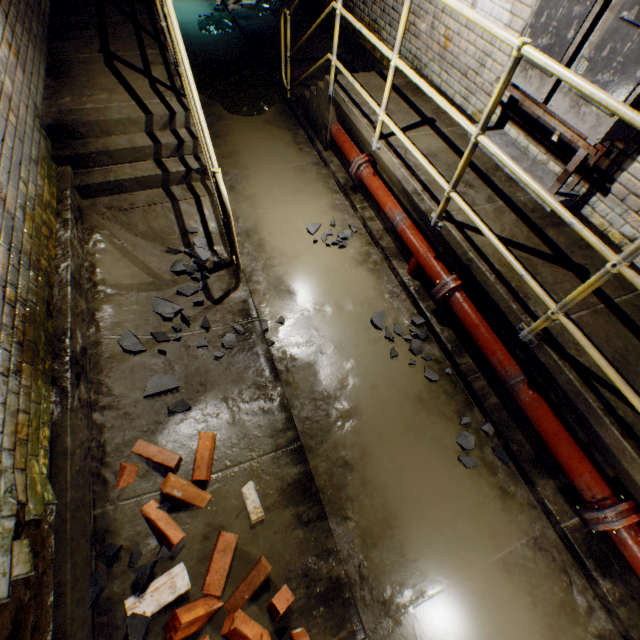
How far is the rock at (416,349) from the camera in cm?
323

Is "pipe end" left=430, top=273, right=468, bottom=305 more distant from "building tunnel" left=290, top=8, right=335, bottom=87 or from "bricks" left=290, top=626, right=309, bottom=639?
"bricks" left=290, top=626, right=309, bottom=639

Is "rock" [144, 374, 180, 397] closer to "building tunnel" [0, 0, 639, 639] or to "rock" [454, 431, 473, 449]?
"building tunnel" [0, 0, 639, 639]

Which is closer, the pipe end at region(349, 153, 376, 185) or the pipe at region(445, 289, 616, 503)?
the pipe at region(445, 289, 616, 503)

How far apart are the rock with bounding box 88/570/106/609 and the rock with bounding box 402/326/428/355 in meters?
2.8

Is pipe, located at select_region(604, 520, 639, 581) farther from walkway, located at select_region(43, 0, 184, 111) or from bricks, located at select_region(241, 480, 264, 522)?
walkway, located at select_region(43, 0, 184, 111)

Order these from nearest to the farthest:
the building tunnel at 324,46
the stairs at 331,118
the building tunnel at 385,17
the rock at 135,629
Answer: the rock at 135,629 → the stairs at 331,118 → the building tunnel at 385,17 → the building tunnel at 324,46

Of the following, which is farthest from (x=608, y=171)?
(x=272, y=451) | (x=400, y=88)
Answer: (x=272, y=451)
